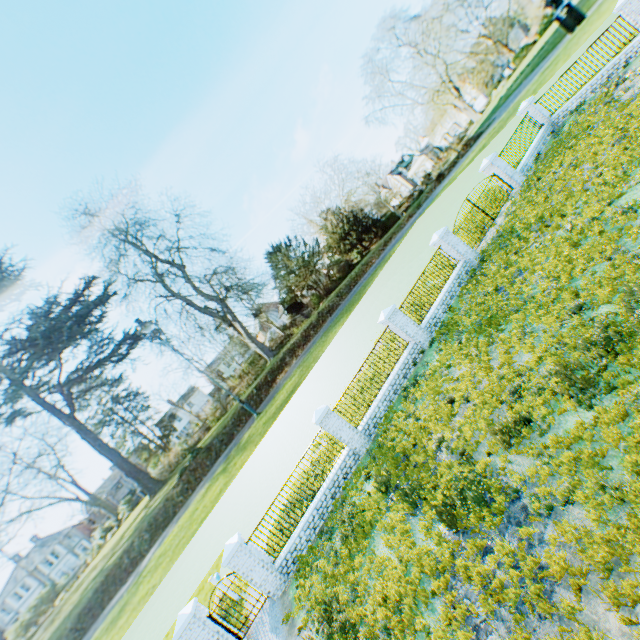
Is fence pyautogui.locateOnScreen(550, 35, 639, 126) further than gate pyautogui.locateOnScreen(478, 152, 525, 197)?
No

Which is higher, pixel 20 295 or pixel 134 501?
pixel 20 295

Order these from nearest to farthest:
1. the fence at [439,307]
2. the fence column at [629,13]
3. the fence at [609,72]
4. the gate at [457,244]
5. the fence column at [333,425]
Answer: the fence column at [333,425] < the fence column at [629,13] < the fence at [439,307] < the fence at [609,72] < the gate at [457,244]

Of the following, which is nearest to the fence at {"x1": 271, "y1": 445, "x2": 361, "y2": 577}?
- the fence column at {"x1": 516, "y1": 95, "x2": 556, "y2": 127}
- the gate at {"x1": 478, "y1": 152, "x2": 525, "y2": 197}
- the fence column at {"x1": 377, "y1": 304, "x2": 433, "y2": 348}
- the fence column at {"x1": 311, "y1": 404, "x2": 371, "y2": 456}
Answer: the fence column at {"x1": 311, "y1": 404, "x2": 371, "y2": 456}

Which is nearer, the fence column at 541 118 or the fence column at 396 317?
the fence column at 396 317

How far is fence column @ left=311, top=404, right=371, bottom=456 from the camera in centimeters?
1275cm

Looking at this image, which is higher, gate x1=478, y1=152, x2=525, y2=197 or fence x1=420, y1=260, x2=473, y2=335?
gate x1=478, y1=152, x2=525, y2=197

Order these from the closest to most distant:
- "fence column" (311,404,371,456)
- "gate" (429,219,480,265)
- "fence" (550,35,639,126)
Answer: "fence column" (311,404,371,456)
"fence" (550,35,639,126)
"gate" (429,219,480,265)
